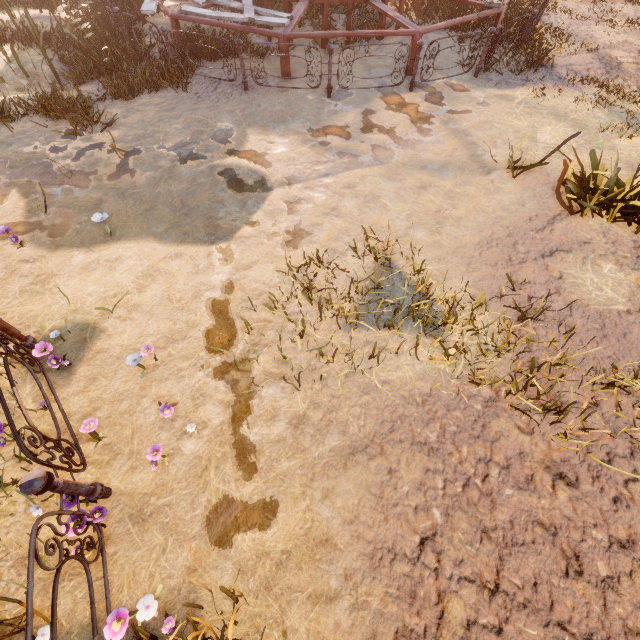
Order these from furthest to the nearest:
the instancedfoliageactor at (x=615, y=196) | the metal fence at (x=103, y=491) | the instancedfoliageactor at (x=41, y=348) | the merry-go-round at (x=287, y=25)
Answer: the merry-go-round at (x=287, y=25)
the instancedfoliageactor at (x=615, y=196)
the instancedfoliageactor at (x=41, y=348)
the metal fence at (x=103, y=491)

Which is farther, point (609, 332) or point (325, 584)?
point (609, 332)

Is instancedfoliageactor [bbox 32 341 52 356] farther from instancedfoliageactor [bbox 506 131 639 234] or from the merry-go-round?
the merry-go-round

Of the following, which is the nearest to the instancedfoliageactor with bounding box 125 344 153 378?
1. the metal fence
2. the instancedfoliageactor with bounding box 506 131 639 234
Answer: the metal fence

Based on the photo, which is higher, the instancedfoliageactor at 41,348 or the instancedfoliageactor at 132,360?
the instancedfoliageactor at 41,348

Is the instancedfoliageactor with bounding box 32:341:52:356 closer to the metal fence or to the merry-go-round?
the metal fence

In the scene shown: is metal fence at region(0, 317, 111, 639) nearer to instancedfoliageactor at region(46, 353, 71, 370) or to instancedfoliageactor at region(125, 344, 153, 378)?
instancedfoliageactor at region(46, 353, 71, 370)
